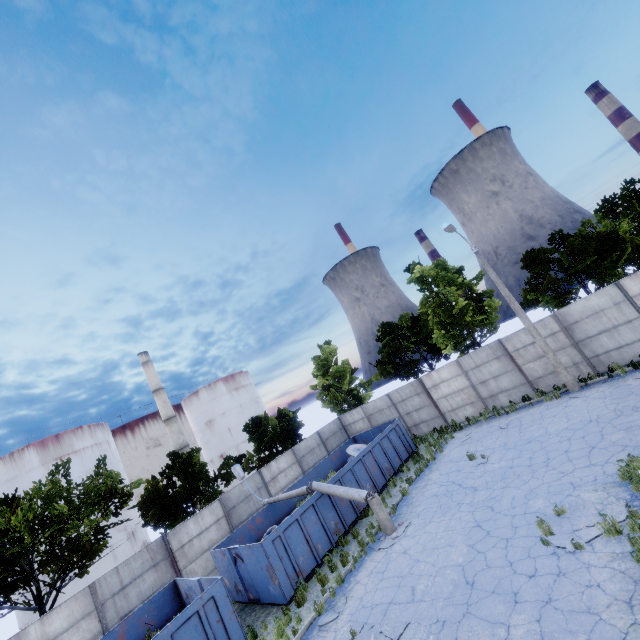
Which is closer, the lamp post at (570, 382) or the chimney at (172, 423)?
the lamp post at (570, 382)

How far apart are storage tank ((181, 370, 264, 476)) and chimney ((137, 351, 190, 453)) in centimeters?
Result: 580cm

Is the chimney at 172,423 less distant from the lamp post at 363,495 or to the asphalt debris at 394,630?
the lamp post at 363,495

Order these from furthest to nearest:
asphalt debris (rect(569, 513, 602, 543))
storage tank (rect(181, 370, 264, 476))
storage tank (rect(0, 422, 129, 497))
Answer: storage tank (rect(181, 370, 264, 476)), storage tank (rect(0, 422, 129, 497)), asphalt debris (rect(569, 513, 602, 543))

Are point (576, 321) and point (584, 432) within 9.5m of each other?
yes

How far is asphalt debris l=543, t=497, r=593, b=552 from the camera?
7.6 meters

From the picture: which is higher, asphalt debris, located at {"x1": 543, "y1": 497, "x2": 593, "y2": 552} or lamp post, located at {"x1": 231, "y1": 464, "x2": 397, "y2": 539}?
lamp post, located at {"x1": 231, "y1": 464, "x2": 397, "y2": 539}
